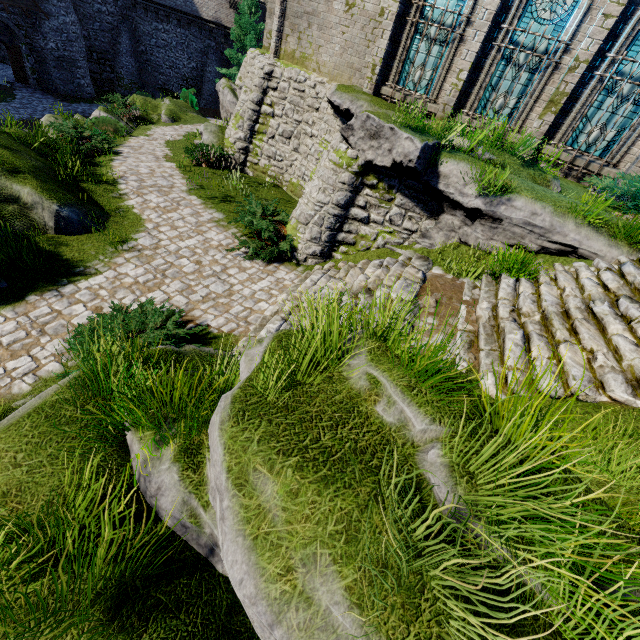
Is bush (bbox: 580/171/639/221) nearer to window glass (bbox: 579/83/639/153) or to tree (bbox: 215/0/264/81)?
window glass (bbox: 579/83/639/153)

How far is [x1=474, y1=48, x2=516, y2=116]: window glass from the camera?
10.00m

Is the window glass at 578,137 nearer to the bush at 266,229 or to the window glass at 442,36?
the window glass at 442,36

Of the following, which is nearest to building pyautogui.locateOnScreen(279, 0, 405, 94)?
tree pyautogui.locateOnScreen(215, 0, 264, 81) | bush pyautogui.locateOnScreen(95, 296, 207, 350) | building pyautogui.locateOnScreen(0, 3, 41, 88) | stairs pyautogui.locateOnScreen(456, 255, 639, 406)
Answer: stairs pyautogui.locateOnScreen(456, 255, 639, 406)

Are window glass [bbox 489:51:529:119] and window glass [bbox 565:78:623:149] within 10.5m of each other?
yes

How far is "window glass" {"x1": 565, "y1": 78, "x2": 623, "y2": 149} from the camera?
9.18m

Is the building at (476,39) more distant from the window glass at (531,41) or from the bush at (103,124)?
the bush at (103,124)

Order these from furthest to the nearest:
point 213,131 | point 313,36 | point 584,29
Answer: point 213,131 < point 313,36 < point 584,29
